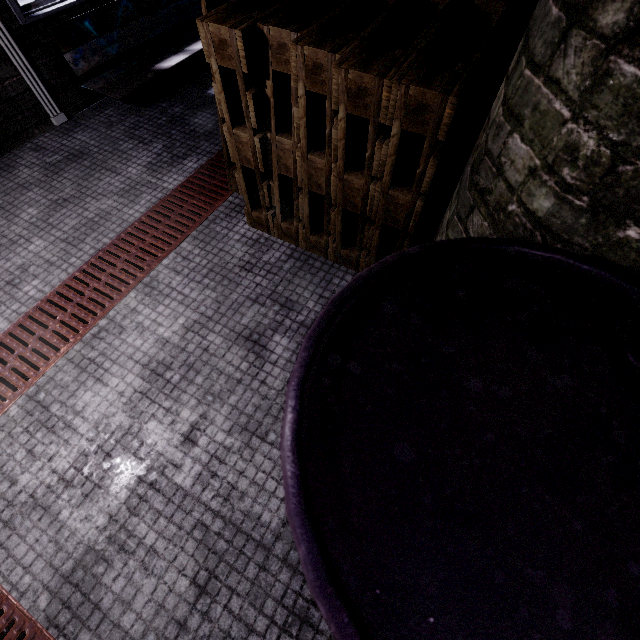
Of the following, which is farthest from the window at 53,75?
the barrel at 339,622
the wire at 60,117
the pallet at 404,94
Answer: the barrel at 339,622

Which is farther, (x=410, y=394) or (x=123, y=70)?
(x=123, y=70)

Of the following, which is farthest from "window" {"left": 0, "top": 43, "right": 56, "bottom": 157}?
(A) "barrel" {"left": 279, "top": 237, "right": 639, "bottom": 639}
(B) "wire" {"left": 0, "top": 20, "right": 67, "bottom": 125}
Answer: (A) "barrel" {"left": 279, "top": 237, "right": 639, "bottom": 639}

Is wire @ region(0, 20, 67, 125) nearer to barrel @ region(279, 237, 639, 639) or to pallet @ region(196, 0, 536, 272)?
pallet @ region(196, 0, 536, 272)

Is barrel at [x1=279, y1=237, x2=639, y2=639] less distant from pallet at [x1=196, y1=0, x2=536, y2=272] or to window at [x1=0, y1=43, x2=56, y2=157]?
pallet at [x1=196, y1=0, x2=536, y2=272]

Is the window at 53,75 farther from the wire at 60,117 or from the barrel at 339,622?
the barrel at 339,622

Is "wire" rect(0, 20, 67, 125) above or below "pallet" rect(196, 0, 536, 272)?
below

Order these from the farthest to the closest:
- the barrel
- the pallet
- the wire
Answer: the wire
the pallet
the barrel
